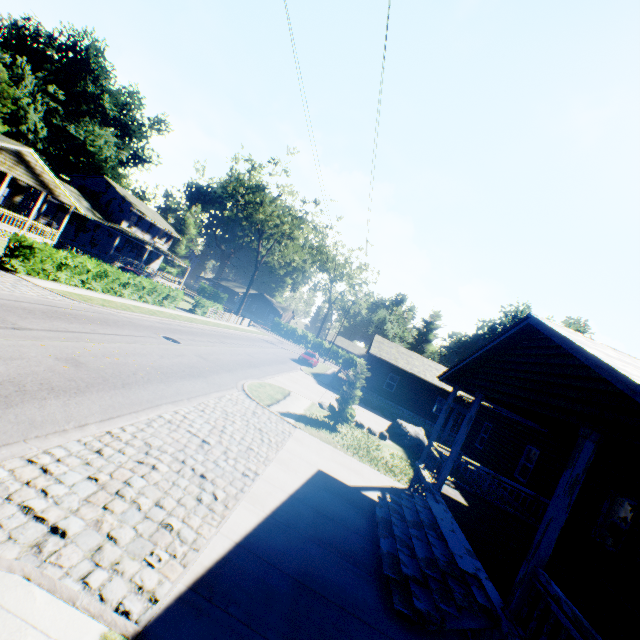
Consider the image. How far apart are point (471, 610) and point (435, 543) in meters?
1.6 m

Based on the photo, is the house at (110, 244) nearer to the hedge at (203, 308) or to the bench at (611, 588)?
the hedge at (203, 308)

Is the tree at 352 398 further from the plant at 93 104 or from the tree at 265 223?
the plant at 93 104

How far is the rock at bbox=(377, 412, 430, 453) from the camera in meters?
19.4 m

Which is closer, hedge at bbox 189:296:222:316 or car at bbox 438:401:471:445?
car at bbox 438:401:471:445

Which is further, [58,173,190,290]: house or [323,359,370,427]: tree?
[58,173,190,290]: house

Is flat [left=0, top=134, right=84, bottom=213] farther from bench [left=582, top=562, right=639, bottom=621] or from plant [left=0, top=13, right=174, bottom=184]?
bench [left=582, top=562, right=639, bottom=621]

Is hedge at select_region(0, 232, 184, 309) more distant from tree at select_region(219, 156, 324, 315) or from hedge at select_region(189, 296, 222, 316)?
tree at select_region(219, 156, 324, 315)
